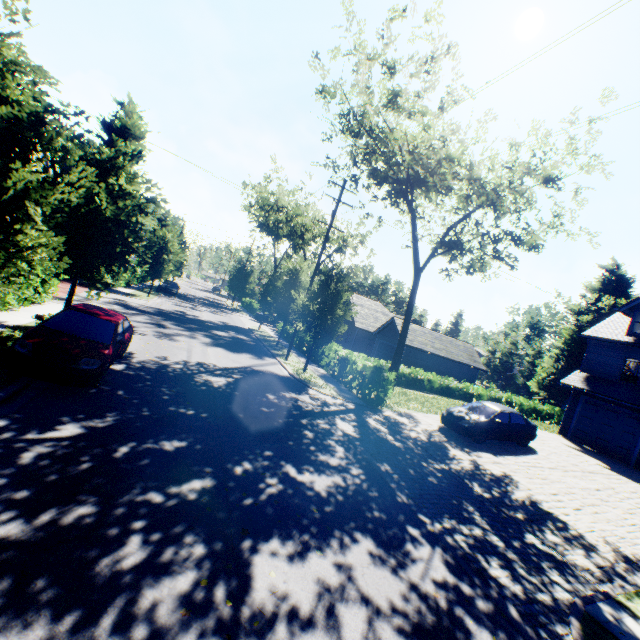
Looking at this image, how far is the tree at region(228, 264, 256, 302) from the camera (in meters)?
47.14

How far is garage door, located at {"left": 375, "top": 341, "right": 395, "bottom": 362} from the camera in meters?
32.3

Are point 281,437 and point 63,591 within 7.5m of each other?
yes

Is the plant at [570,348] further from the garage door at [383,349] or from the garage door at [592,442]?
the garage door at [592,442]

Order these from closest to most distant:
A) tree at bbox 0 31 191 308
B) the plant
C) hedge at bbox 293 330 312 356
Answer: tree at bbox 0 31 191 308 → hedge at bbox 293 330 312 356 → the plant

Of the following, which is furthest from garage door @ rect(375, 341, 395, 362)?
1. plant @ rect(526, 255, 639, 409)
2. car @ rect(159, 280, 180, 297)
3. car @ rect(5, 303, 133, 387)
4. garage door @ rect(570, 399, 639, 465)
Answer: car @ rect(5, 303, 133, 387)

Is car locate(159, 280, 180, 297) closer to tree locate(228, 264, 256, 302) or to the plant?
tree locate(228, 264, 256, 302)

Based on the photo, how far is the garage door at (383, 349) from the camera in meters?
32.3 m
